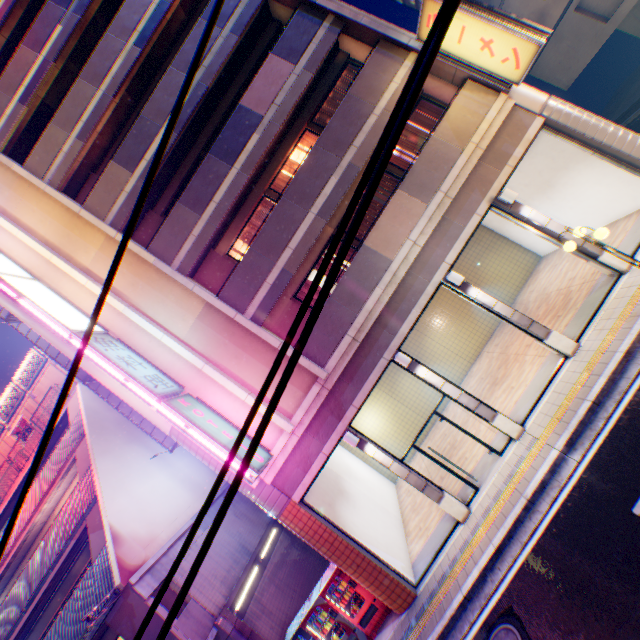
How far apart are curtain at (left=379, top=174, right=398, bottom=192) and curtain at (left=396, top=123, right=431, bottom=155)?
0.9 meters

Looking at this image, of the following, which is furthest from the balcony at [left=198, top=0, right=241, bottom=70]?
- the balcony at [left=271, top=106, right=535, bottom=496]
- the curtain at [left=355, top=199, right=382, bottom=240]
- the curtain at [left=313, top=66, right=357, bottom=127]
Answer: the balcony at [left=271, top=106, right=535, bottom=496]

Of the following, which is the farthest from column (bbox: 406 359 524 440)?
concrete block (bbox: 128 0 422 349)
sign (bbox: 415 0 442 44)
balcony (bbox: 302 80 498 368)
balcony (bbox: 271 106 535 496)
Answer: sign (bbox: 415 0 442 44)

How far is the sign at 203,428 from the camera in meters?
8.9 m

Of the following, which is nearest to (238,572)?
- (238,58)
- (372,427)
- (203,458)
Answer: (203,458)

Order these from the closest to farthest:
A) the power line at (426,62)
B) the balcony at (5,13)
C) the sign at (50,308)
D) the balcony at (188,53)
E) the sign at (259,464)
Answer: the power line at (426,62) → the sign at (259,464) → the sign at (50,308) → the balcony at (188,53) → the balcony at (5,13)

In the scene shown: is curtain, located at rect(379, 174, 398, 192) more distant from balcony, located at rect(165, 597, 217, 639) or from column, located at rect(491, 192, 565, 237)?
balcony, located at rect(165, 597, 217, 639)

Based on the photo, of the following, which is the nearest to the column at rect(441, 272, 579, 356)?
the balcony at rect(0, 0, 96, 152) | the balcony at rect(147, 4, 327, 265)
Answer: the balcony at rect(147, 4, 327, 265)
